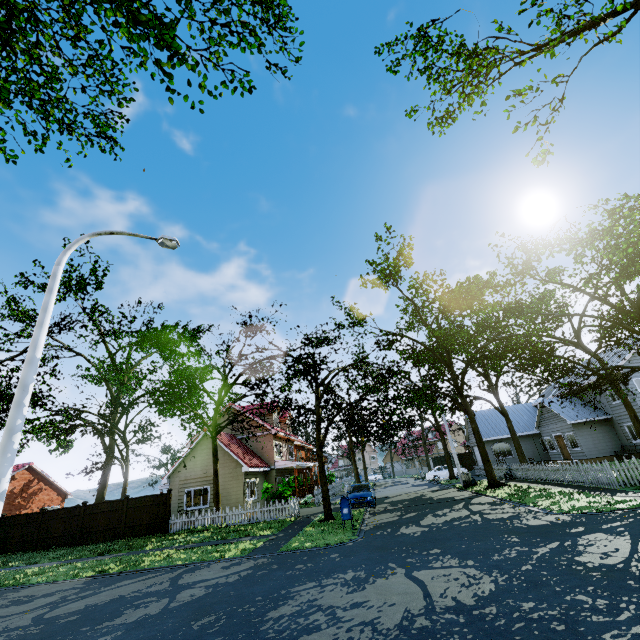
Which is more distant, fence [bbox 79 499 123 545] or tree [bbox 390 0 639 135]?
fence [bbox 79 499 123 545]

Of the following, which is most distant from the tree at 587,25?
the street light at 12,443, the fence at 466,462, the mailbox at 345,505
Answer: the street light at 12,443

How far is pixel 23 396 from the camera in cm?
591

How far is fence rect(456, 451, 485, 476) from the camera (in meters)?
32.02

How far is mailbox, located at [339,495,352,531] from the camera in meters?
13.5 m

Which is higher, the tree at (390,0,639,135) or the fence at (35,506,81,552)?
the tree at (390,0,639,135)

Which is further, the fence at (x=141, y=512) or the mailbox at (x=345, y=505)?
the fence at (x=141, y=512)
